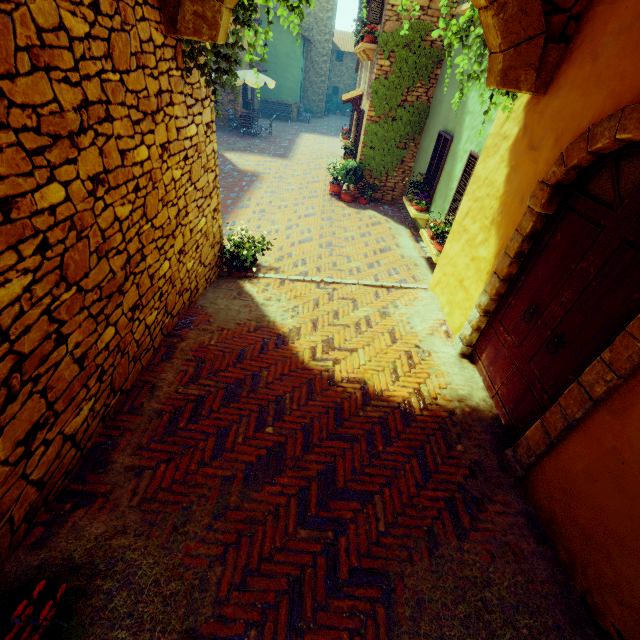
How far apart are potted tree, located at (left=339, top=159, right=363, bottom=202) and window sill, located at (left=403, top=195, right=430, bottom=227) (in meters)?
1.95

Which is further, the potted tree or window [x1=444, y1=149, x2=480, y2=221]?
the potted tree

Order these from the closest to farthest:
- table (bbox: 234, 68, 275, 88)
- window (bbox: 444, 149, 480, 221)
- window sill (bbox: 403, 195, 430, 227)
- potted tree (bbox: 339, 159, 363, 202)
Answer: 1. window (bbox: 444, 149, 480, 221)
2. window sill (bbox: 403, 195, 430, 227)
3. potted tree (bbox: 339, 159, 363, 202)
4. table (bbox: 234, 68, 275, 88)

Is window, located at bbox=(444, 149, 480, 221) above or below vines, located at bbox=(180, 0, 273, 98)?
below

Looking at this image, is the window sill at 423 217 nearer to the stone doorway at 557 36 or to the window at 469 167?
the window at 469 167

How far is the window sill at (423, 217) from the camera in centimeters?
857cm

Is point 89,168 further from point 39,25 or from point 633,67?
point 633,67

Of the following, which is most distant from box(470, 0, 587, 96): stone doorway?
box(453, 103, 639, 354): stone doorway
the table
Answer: the table
